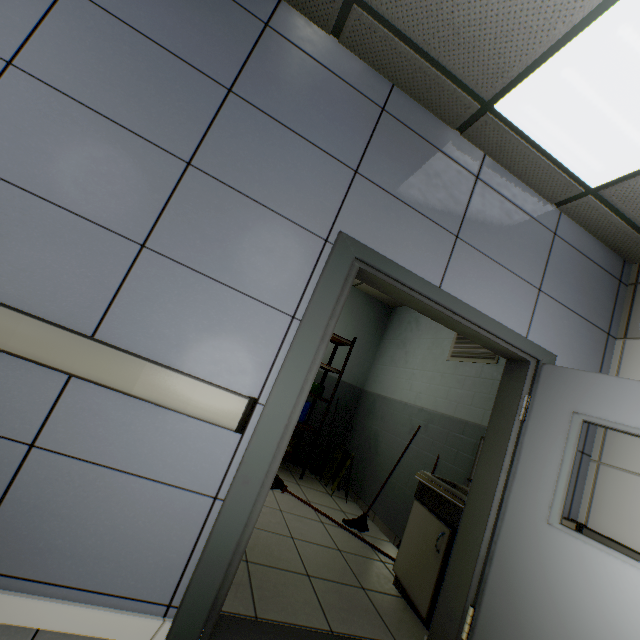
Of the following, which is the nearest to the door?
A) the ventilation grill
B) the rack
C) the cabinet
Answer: the cabinet

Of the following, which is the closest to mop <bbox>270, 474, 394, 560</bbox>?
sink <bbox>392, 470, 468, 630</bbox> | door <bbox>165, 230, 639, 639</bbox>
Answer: sink <bbox>392, 470, 468, 630</bbox>

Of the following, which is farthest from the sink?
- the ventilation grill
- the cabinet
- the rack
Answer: the rack

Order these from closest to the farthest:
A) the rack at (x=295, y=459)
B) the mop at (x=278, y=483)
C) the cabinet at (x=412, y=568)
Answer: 1. the cabinet at (x=412, y=568)
2. the mop at (x=278, y=483)
3. the rack at (x=295, y=459)

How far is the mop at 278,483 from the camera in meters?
3.3 m

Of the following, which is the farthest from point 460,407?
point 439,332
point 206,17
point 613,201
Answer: point 206,17

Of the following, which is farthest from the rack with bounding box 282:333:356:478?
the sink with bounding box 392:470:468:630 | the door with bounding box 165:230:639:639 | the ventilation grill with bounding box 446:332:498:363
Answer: the door with bounding box 165:230:639:639

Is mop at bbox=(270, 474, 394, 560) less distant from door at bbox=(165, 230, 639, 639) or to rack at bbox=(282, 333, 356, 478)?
rack at bbox=(282, 333, 356, 478)
